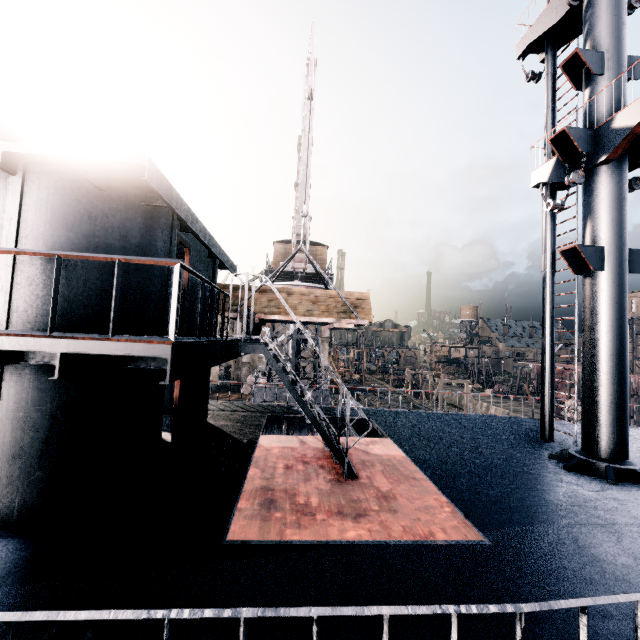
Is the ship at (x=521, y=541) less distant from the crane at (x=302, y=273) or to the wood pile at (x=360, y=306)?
the wood pile at (x=360, y=306)

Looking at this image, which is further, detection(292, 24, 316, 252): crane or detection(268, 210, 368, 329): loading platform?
detection(292, 24, 316, 252): crane

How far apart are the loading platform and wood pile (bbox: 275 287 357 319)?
0.0m

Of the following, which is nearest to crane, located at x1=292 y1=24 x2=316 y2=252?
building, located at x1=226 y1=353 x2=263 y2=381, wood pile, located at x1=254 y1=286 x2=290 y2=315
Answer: wood pile, located at x1=254 y1=286 x2=290 y2=315

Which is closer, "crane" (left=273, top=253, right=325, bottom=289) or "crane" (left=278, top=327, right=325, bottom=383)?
"crane" (left=273, top=253, right=325, bottom=289)

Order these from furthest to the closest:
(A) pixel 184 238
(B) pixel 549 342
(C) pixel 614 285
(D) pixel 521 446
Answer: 1. (B) pixel 549 342
2. (D) pixel 521 446
3. (C) pixel 614 285
4. (A) pixel 184 238

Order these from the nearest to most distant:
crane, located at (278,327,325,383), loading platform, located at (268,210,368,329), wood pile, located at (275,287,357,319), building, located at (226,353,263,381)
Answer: loading platform, located at (268,210,368,329)
wood pile, located at (275,287,357,319)
crane, located at (278,327,325,383)
building, located at (226,353,263,381)

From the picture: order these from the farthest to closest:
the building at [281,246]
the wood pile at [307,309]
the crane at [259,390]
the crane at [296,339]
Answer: the building at [281,246] → the crane at [296,339] → the crane at [259,390] → the wood pile at [307,309]
